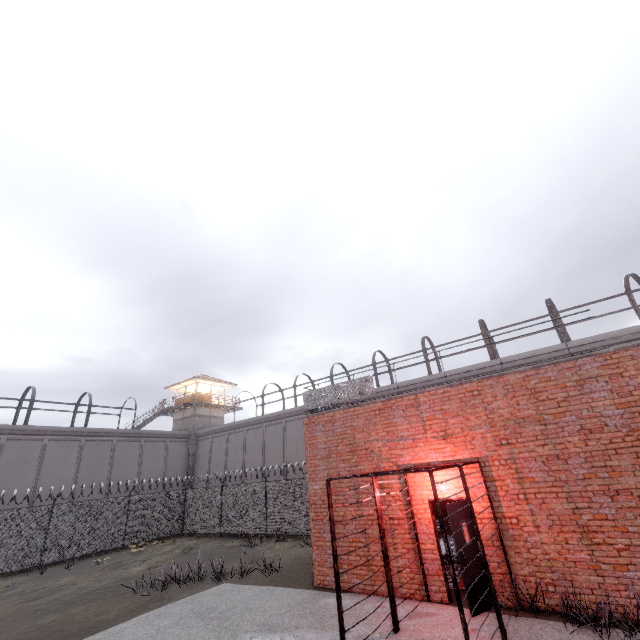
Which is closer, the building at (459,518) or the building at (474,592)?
the building at (474,592)

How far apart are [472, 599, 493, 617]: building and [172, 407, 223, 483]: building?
31.68m

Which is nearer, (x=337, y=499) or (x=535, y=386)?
(x=535, y=386)

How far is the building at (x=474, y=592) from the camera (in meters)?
6.88

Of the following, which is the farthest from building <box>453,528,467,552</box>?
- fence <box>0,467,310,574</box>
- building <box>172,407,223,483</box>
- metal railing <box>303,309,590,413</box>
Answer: building <box>172,407,223,483</box>
